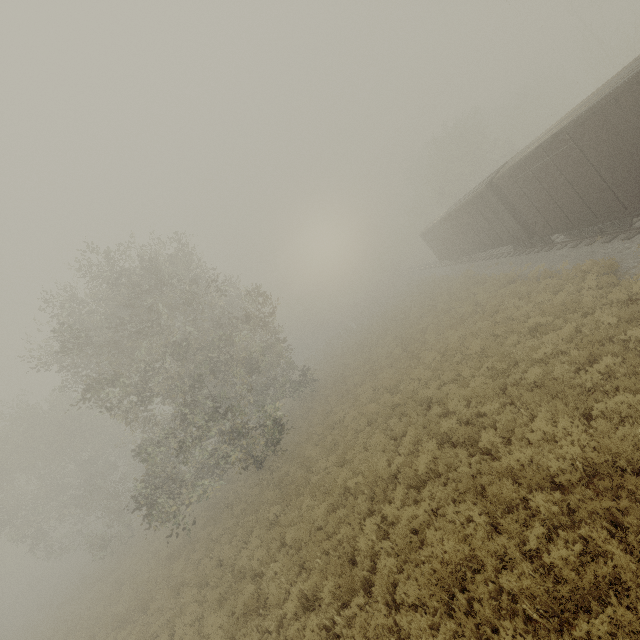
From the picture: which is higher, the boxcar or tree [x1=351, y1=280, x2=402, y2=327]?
the boxcar

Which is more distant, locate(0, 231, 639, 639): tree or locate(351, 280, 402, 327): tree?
locate(351, 280, 402, 327): tree

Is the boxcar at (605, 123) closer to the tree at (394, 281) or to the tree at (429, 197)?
the tree at (429, 197)

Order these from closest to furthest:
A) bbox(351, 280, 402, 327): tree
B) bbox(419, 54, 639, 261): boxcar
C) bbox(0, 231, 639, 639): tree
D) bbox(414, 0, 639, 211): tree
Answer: bbox(0, 231, 639, 639): tree < bbox(419, 54, 639, 261): boxcar < bbox(414, 0, 639, 211): tree < bbox(351, 280, 402, 327): tree

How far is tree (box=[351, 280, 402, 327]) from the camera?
50.65m

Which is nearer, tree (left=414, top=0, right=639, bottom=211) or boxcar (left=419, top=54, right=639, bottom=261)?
boxcar (left=419, top=54, right=639, bottom=261)

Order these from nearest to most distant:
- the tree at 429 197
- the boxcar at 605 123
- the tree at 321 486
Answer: the tree at 321 486
the boxcar at 605 123
the tree at 429 197

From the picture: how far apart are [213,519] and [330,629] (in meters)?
13.31
